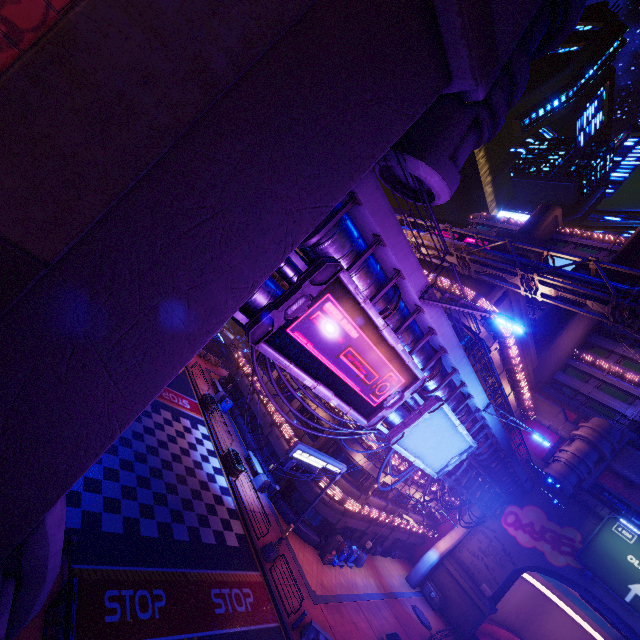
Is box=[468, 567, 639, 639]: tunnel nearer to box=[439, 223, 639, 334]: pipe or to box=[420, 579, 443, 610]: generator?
box=[420, 579, 443, 610]: generator

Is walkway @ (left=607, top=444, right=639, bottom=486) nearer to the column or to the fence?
the fence

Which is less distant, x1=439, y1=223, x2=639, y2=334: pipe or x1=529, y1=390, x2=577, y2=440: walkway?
x1=439, y1=223, x2=639, y2=334: pipe

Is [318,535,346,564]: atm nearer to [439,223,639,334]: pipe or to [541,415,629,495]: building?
[541,415,629,495]: building

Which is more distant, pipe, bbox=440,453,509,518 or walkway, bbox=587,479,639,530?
walkway, bbox=587,479,639,530

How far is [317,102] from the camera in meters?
5.5 m

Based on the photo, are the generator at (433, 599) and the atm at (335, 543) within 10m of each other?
no

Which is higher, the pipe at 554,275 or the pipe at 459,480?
the pipe at 554,275
